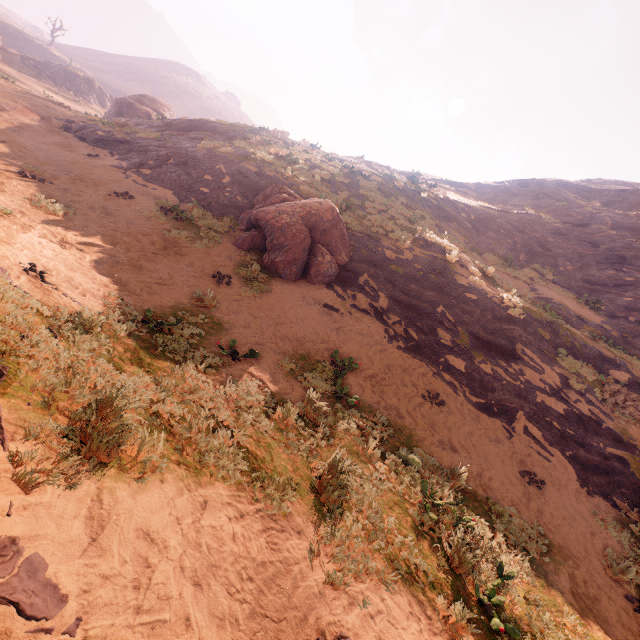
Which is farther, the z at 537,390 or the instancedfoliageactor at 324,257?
the instancedfoliageactor at 324,257

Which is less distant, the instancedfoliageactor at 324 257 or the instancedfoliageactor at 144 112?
the instancedfoliageactor at 324 257

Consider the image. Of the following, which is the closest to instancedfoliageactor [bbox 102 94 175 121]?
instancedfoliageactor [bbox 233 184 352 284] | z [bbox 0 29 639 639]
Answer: z [bbox 0 29 639 639]

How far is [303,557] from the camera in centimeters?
336cm

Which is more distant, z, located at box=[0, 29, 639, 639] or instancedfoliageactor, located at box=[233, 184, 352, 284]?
instancedfoliageactor, located at box=[233, 184, 352, 284]

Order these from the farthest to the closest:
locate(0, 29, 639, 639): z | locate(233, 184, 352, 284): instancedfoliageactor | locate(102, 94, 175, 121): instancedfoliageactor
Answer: locate(102, 94, 175, 121): instancedfoliageactor, locate(233, 184, 352, 284): instancedfoliageactor, locate(0, 29, 639, 639): z
